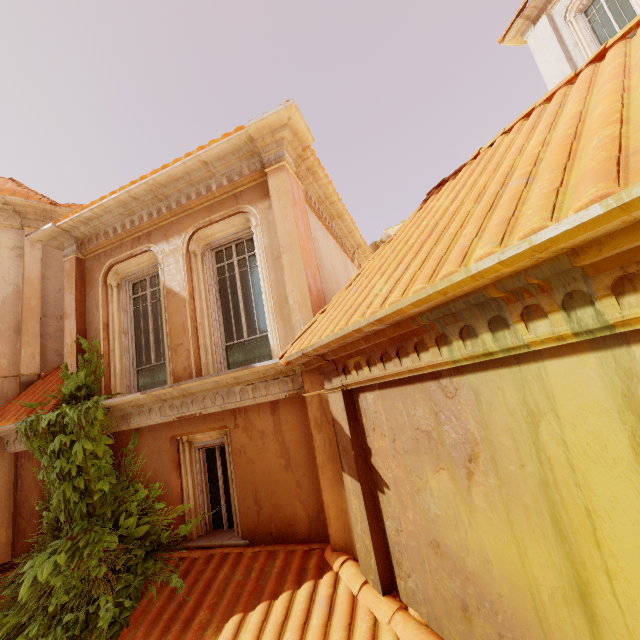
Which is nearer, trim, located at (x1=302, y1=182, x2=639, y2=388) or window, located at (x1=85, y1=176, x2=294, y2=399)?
trim, located at (x1=302, y1=182, x2=639, y2=388)

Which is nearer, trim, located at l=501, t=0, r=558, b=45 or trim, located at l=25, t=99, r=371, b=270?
trim, located at l=25, t=99, r=371, b=270

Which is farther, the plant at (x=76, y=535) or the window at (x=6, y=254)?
the window at (x=6, y=254)

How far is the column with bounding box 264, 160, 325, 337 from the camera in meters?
4.9

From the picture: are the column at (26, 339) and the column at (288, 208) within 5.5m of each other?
no

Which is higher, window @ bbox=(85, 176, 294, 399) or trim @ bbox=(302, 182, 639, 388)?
window @ bbox=(85, 176, 294, 399)

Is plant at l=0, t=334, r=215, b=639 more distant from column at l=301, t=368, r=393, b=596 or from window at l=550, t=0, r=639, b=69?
window at l=550, t=0, r=639, b=69

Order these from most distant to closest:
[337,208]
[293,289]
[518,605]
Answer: [337,208]
[293,289]
[518,605]
